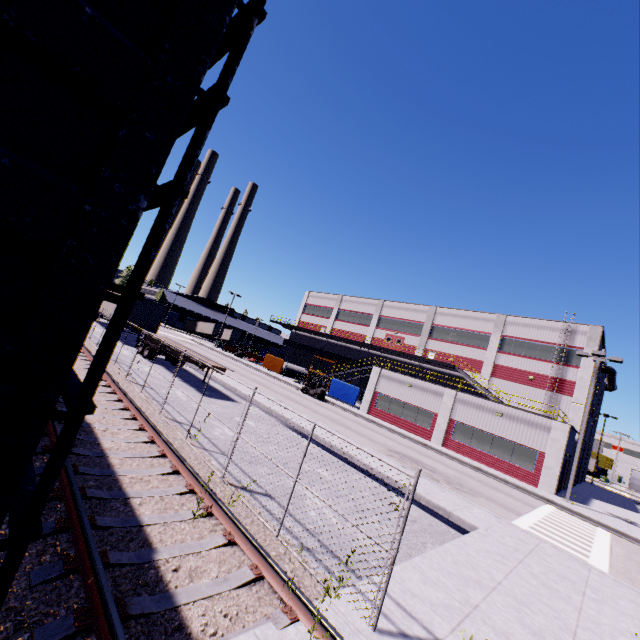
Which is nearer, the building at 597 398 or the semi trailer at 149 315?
the semi trailer at 149 315

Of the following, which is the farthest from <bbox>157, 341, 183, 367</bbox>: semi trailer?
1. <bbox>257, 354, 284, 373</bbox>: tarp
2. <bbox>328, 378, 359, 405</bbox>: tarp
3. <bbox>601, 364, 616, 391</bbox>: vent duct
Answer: <bbox>328, 378, 359, 405</bbox>: tarp

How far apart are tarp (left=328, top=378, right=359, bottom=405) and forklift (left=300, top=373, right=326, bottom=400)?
3.28m

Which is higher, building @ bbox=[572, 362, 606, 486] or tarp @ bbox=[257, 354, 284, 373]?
building @ bbox=[572, 362, 606, 486]

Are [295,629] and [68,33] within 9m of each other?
yes

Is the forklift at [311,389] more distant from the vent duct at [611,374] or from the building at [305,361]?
the vent duct at [611,374]

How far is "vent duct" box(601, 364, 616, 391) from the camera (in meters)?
37.73

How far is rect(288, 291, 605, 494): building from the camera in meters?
24.2
